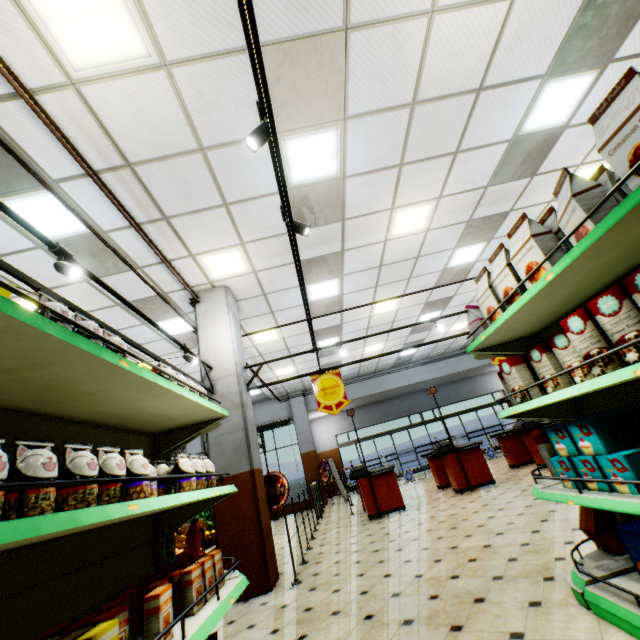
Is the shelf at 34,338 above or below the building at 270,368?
below

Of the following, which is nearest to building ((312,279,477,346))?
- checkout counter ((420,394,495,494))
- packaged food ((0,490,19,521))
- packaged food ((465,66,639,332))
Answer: checkout counter ((420,394,495,494))

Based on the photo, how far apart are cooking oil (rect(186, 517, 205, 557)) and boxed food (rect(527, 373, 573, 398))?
2.8m

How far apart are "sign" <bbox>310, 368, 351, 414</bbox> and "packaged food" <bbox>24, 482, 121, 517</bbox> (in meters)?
4.40

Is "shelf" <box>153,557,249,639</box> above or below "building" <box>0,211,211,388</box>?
below

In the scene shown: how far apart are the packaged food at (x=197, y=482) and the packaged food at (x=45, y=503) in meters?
0.3 m

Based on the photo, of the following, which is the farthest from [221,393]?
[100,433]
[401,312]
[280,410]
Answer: [280,410]

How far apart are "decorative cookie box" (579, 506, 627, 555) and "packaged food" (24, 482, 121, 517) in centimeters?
333cm
